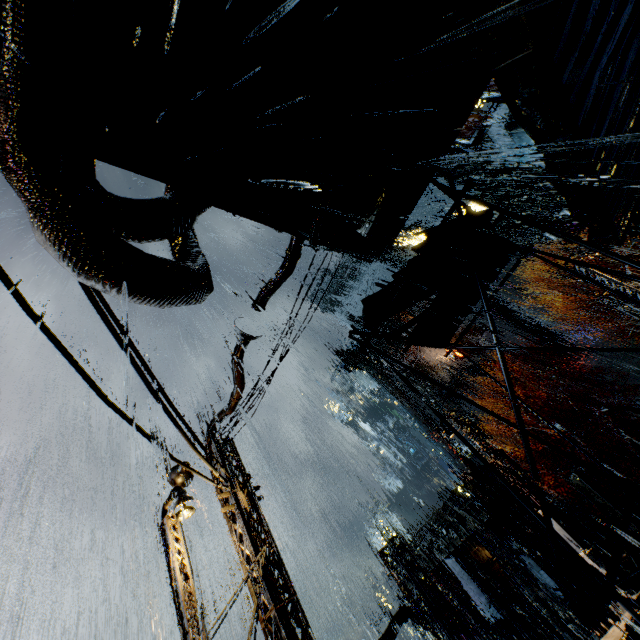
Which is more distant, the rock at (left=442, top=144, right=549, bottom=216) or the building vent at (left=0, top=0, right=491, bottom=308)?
the rock at (left=442, top=144, right=549, bottom=216)

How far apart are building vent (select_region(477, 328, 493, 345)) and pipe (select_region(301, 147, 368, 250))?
45.87m

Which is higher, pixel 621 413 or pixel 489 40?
pixel 489 40

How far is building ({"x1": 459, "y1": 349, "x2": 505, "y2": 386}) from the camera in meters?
43.3 m

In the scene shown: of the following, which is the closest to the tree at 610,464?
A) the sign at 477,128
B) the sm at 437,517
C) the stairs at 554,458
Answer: the stairs at 554,458

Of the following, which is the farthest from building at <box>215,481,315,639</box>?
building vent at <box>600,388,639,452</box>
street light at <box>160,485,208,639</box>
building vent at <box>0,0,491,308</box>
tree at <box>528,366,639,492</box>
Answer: tree at <box>528,366,639,492</box>

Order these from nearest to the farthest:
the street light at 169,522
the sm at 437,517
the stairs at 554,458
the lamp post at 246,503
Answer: the street light at 169,522, the lamp post at 246,503, the sm at 437,517, the stairs at 554,458

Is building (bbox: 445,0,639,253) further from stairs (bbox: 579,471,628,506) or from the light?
the light
